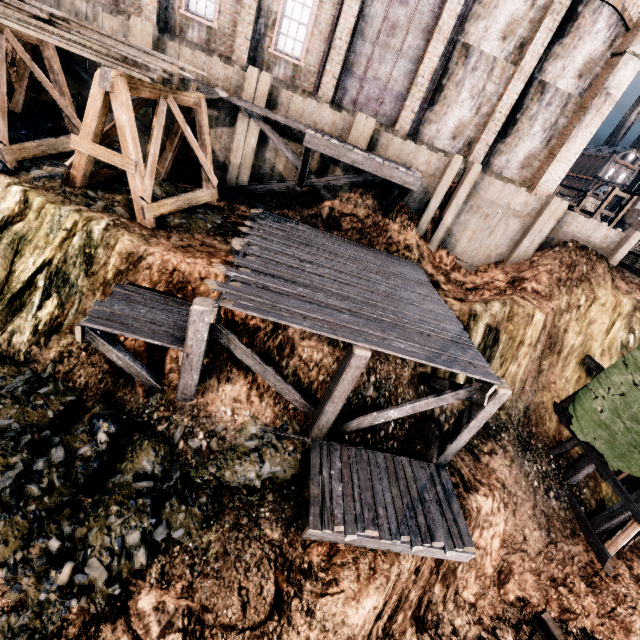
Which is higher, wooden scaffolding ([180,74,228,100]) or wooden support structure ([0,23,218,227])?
wooden scaffolding ([180,74,228,100])

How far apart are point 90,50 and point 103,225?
4.73m

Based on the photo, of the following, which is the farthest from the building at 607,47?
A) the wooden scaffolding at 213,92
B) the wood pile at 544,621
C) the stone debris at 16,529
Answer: the wood pile at 544,621

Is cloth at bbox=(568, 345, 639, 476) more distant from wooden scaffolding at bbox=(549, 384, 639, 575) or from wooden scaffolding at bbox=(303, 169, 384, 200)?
wooden scaffolding at bbox=(303, 169, 384, 200)

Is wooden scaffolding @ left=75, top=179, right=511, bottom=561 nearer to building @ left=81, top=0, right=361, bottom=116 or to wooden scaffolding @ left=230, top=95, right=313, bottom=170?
wooden scaffolding @ left=230, top=95, right=313, bottom=170

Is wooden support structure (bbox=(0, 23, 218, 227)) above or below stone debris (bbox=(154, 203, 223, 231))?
above

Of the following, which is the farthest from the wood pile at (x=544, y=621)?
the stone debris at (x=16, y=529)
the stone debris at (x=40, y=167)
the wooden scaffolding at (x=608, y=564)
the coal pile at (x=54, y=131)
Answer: the coal pile at (x=54, y=131)

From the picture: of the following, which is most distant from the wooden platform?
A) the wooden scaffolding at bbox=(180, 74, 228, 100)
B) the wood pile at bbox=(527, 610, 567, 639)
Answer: the wood pile at bbox=(527, 610, 567, 639)
